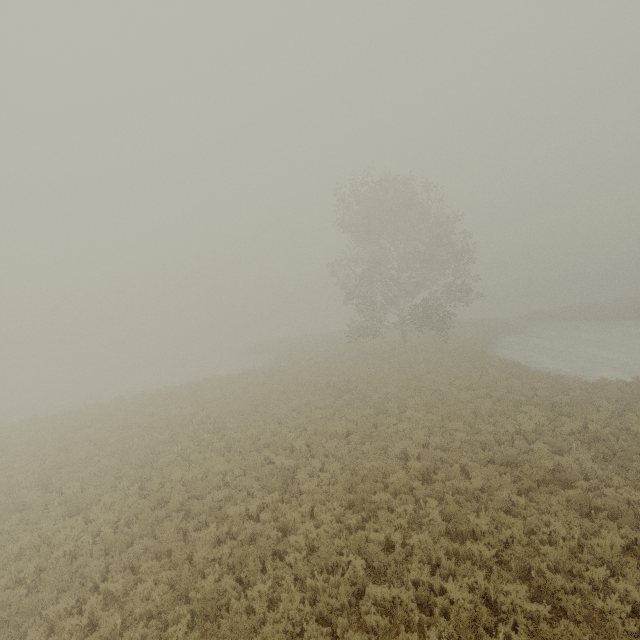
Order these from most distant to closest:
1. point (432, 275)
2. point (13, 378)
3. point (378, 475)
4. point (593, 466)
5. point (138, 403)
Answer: point (13, 378) → point (432, 275) → point (138, 403) → point (378, 475) → point (593, 466)
